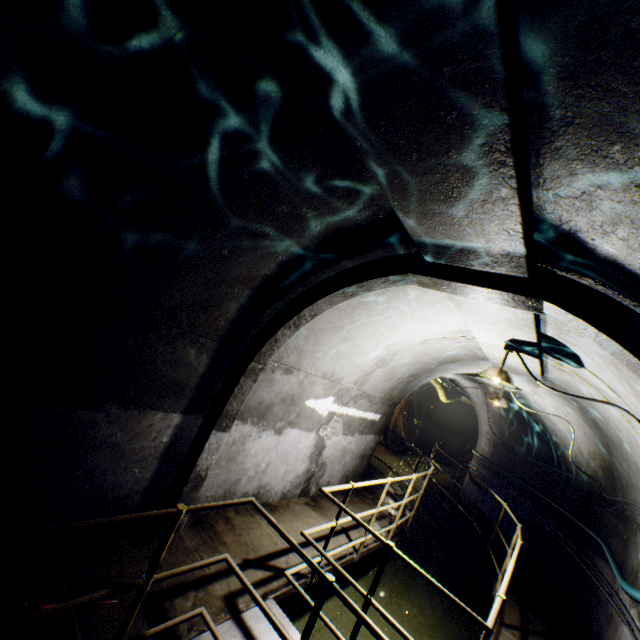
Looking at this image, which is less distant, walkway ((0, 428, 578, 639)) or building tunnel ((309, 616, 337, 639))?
walkway ((0, 428, 578, 639))

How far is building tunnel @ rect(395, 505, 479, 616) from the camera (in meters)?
7.14

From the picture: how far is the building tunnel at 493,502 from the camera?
9.48m

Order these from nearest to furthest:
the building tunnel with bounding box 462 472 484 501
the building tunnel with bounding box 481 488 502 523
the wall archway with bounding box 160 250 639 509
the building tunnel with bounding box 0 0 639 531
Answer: the building tunnel with bounding box 0 0 639 531, the wall archway with bounding box 160 250 639 509, the building tunnel with bounding box 481 488 502 523, the building tunnel with bounding box 462 472 484 501

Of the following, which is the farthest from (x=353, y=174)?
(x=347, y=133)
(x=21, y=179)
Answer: (x=21, y=179)

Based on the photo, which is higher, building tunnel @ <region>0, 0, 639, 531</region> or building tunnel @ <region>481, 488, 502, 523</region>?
building tunnel @ <region>0, 0, 639, 531</region>
